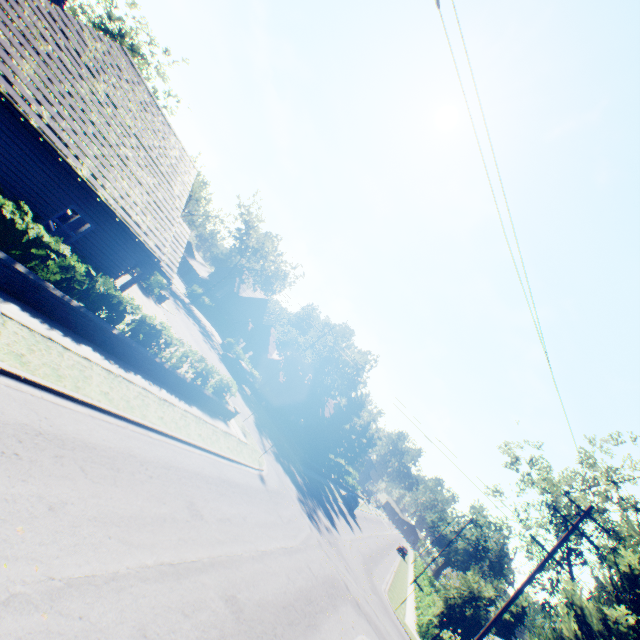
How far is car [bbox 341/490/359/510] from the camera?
41.0 meters

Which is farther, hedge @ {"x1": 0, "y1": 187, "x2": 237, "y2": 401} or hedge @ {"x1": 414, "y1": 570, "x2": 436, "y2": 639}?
hedge @ {"x1": 414, "y1": 570, "x2": 436, "y2": 639}

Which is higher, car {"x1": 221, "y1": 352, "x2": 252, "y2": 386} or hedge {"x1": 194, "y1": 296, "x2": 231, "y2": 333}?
hedge {"x1": 194, "y1": 296, "x2": 231, "y2": 333}

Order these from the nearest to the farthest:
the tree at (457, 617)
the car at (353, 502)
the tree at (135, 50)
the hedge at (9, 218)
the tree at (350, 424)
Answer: the hedge at (9, 218)
the tree at (457, 617)
the tree at (350, 424)
the car at (353, 502)
the tree at (135, 50)

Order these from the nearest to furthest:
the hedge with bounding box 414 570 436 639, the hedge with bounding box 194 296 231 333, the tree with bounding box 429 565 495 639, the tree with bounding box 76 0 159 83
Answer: the tree with bounding box 429 565 495 639 → the hedge with bounding box 414 570 436 639 → the tree with bounding box 76 0 159 83 → the hedge with bounding box 194 296 231 333

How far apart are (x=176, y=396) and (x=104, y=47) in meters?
14.3 m

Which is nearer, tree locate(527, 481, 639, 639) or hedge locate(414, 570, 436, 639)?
tree locate(527, 481, 639, 639)

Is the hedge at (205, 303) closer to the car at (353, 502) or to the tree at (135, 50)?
the tree at (135, 50)
